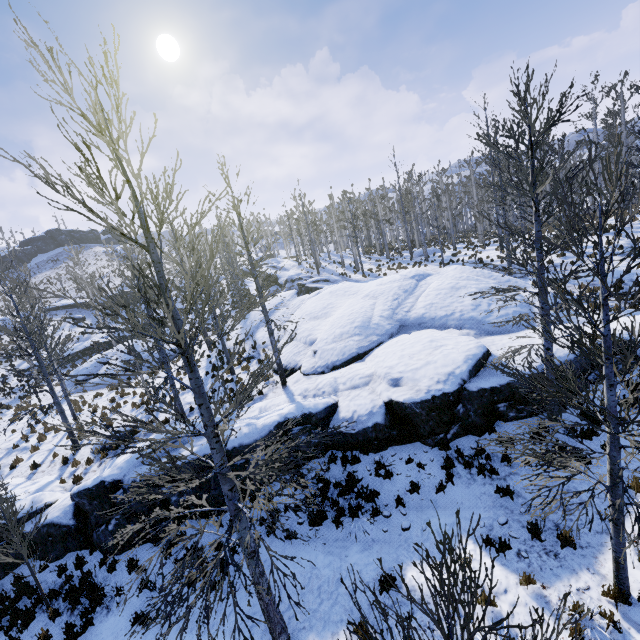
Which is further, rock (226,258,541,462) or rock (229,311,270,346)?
rock (229,311,270,346)

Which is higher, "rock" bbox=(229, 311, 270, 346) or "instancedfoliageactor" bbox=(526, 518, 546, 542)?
"rock" bbox=(229, 311, 270, 346)

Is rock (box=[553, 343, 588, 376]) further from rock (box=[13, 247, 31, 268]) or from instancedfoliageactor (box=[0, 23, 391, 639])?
rock (box=[13, 247, 31, 268])

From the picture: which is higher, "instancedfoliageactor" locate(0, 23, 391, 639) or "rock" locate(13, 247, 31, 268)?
"rock" locate(13, 247, 31, 268)

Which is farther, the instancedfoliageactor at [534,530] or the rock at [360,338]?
the rock at [360,338]

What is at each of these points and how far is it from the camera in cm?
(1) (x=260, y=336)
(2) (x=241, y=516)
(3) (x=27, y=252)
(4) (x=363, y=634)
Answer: (1) rock, 2270
(2) instancedfoliageactor, 550
(3) rock, 5894
(4) instancedfoliageactor, 618

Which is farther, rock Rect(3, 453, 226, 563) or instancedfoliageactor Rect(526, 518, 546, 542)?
rock Rect(3, 453, 226, 563)

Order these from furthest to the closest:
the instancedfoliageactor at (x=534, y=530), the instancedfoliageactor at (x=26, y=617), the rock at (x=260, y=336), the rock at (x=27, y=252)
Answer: the rock at (x=27, y=252) → the rock at (x=260, y=336) → the instancedfoliageactor at (x=26, y=617) → the instancedfoliageactor at (x=534, y=530)
